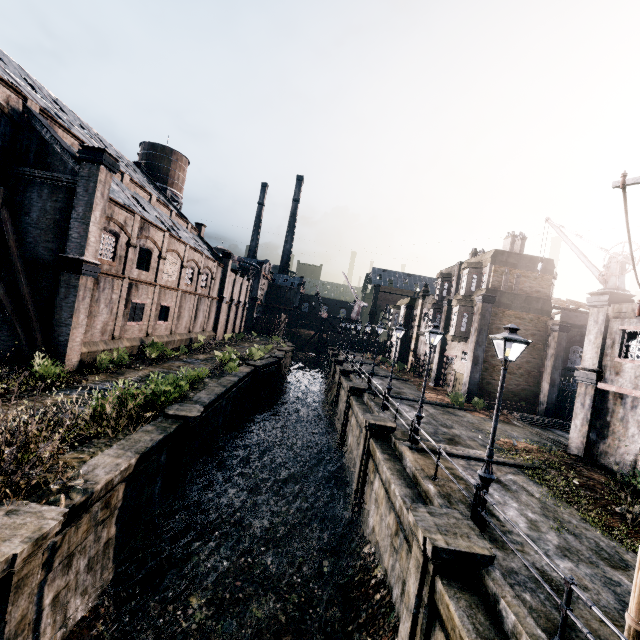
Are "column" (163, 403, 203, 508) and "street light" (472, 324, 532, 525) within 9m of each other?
no

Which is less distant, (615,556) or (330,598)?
(615,556)

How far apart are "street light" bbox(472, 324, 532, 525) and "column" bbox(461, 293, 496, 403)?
20.0m

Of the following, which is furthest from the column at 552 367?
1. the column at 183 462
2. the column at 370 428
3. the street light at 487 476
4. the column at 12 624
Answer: the column at 12 624

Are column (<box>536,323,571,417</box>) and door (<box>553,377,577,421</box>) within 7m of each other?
yes

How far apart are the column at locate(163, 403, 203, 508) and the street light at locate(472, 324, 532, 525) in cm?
1091

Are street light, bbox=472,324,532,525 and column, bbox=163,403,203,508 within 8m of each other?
no

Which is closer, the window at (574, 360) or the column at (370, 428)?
the column at (370, 428)
